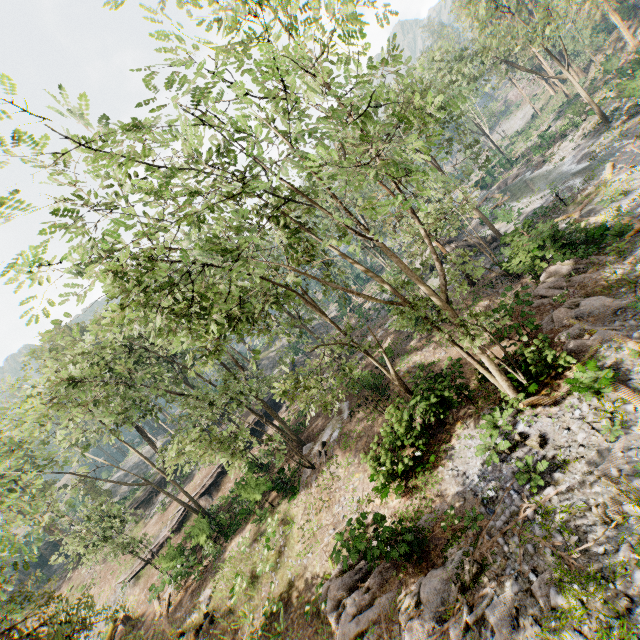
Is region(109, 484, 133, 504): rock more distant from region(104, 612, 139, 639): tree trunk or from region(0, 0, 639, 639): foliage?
region(104, 612, 139, 639): tree trunk

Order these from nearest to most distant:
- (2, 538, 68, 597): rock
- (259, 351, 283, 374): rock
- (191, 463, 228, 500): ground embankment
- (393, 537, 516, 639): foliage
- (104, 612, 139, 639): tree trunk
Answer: (393, 537, 516, 639): foliage, (104, 612, 139, 639): tree trunk, (191, 463, 228, 500): ground embankment, (2, 538, 68, 597): rock, (259, 351, 283, 374): rock

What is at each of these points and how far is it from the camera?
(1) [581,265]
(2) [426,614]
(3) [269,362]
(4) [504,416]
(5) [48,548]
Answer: (1) foliage, 17.4m
(2) foliage, 10.2m
(3) rock, 56.8m
(4) foliage, 13.7m
(5) rock, 48.4m

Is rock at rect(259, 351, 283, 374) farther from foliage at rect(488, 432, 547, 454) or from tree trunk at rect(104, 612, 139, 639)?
tree trunk at rect(104, 612, 139, 639)

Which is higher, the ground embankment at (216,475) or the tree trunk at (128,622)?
the ground embankment at (216,475)

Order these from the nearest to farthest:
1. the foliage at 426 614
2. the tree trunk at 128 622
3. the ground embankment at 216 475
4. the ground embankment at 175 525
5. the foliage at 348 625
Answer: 1. the foliage at 426 614
2. the foliage at 348 625
3. the tree trunk at 128 622
4. the ground embankment at 175 525
5. the ground embankment at 216 475

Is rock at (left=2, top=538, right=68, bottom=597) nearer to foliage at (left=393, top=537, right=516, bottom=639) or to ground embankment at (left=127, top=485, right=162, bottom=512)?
foliage at (left=393, top=537, right=516, bottom=639)

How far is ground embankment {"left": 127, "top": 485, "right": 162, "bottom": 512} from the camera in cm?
4059
